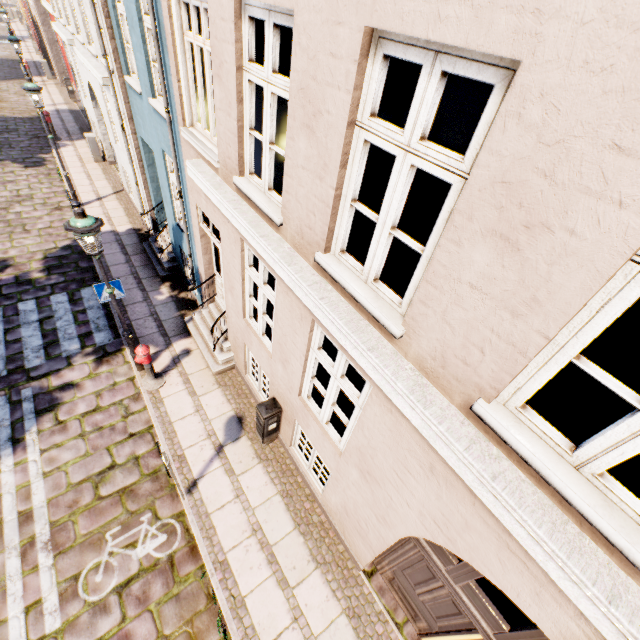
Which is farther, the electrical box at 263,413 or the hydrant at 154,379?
the hydrant at 154,379

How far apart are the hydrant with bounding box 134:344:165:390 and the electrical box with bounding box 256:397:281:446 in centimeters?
248cm

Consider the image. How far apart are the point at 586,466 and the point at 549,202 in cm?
156

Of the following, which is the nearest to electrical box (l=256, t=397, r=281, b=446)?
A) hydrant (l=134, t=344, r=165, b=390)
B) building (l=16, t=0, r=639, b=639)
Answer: building (l=16, t=0, r=639, b=639)

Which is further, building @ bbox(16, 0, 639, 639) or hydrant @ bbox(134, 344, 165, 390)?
hydrant @ bbox(134, 344, 165, 390)

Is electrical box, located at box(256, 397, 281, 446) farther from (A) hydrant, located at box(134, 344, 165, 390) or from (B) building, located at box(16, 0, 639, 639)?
(A) hydrant, located at box(134, 344, 165, 390)

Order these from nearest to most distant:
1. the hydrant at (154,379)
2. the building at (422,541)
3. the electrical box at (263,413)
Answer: the building at (422,541), the electrical box at (263,413), the hydrant at (154,379)
